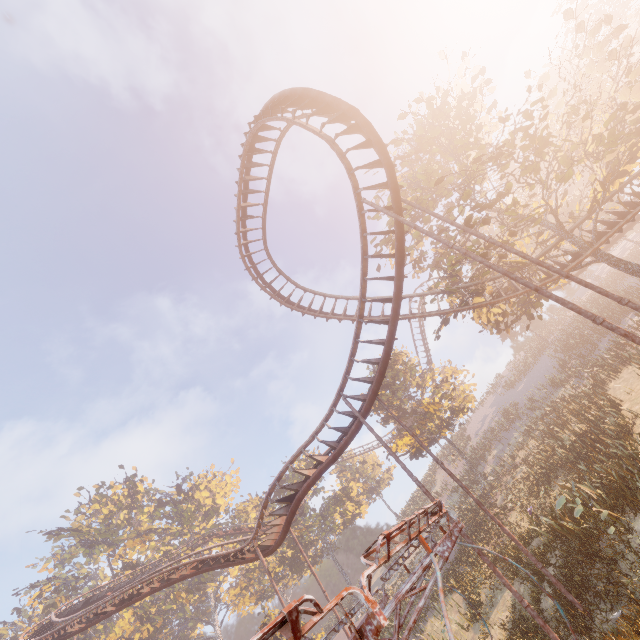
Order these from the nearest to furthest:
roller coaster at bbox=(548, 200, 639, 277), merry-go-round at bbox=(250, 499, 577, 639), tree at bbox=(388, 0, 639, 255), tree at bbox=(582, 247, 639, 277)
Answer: merry-go-round at bbox=(250, 499, 577, 639) < tree at bbox=(388, 0, 639, 255) < tree at bbox=(582, 247, 639, 277) < roller coaster at bbox=(548, 200, 639, 277)

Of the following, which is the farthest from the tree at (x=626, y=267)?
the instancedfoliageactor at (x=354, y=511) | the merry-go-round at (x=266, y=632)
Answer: the instancedfoliageactor at (x=354, y=511)

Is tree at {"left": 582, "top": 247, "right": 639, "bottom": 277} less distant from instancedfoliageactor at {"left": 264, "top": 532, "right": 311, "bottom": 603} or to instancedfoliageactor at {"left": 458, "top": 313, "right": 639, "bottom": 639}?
instancedfoliageactor at {"left": 458, "top": 313, "right": 639, "bottom": 639}

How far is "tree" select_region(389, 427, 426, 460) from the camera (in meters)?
29.73

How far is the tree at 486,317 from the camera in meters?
19.4

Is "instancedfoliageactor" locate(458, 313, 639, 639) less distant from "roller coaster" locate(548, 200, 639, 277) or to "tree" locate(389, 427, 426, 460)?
"tree" locate(389, 427, 426, 460)

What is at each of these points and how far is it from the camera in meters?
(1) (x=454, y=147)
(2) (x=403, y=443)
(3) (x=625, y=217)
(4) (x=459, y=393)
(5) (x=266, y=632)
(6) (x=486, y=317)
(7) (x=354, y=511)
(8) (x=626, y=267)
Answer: (1) tree, 18.2
(2) tree, 30.7
(3) roller coaster, 18.1
(4) tree, 34.0
(5) merry-go-round, 1.7
(6) tree, 19.2
(7) instancedfoliageactor, 46.4
(8) tree, 16.2
